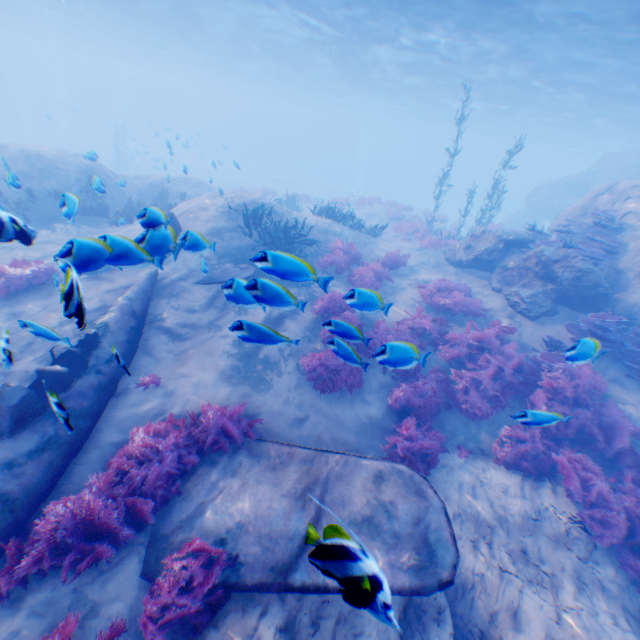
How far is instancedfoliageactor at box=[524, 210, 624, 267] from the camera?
10.7 meters

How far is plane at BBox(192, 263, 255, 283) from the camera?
9.03m

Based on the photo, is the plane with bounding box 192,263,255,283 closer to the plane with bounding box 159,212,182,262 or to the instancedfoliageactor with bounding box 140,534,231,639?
the plane with bounding box 159,212,182,262

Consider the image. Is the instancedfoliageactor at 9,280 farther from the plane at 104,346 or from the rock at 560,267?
the rock at 560,267

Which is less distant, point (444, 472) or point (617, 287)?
point (444, 472)

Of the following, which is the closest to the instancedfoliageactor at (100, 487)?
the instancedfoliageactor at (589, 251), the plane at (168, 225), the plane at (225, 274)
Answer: the plane at (168, 225)

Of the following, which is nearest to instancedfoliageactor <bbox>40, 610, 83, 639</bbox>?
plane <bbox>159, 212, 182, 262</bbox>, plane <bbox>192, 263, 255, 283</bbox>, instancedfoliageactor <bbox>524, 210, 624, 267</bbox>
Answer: plane <bbox>159, 212, 182, 262</bbox>

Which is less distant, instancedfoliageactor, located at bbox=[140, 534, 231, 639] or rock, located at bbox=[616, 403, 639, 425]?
instancedfoliageactor, located at bbox=[140, 534, 231, 639]
